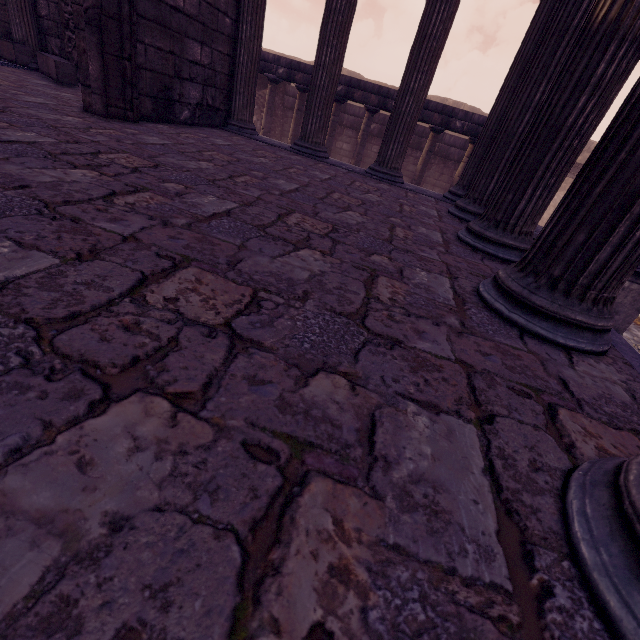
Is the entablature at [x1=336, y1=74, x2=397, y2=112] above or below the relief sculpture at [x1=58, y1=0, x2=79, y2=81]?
above

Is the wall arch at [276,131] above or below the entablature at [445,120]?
below

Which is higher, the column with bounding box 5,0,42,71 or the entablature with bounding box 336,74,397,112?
the entablature with bounding box 336,74,397,112

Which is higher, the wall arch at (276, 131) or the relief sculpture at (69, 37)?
the relief sculpture at (69, 37)

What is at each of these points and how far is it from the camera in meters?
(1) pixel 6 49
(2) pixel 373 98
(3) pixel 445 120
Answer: (1) building, 5.4
(2) entablature, 9.5
(3) entablature, 9.3

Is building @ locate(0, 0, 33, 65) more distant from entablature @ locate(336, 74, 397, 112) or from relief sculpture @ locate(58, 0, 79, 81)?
entablature @ locate(336, 74, 397, 112)

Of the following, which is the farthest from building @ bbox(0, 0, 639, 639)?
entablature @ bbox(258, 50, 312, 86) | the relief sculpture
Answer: entablature @ bbox(258, 50, 312, 86)

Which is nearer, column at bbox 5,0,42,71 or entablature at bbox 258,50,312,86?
column at bbox 5,0,42,71
